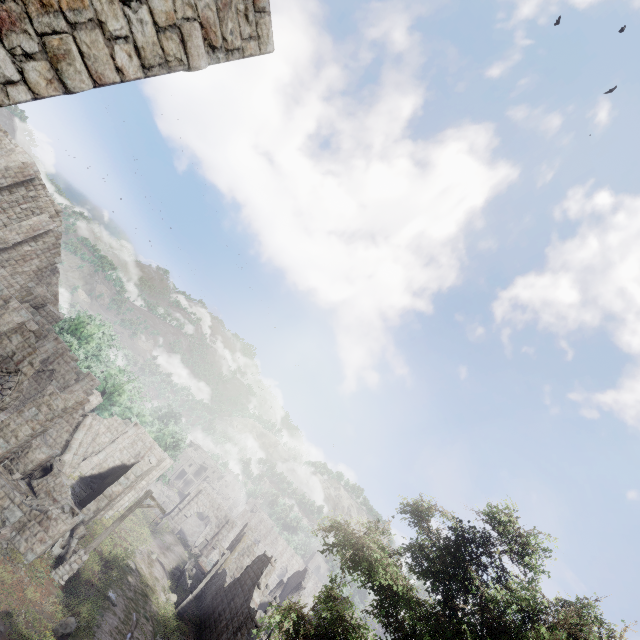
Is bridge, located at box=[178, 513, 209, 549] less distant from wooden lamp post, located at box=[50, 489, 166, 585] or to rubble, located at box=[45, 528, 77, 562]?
rubble, located at box=[45, 528, 77, 562]

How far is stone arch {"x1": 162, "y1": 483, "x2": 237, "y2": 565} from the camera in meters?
42.4

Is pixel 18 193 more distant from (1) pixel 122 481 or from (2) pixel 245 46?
(2) pixel 245 46

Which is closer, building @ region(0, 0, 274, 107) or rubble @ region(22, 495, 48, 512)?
building @ region(0, 0, 274, 107)

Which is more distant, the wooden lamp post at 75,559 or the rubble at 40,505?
the rubble at 40,505

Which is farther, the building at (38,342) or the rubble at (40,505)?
the rubble at (40,505)

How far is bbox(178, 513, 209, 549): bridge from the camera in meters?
49.8 m

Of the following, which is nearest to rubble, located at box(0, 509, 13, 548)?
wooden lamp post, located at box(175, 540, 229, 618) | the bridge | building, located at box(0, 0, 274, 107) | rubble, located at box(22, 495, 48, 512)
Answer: building, located at box(0, 0, 274, 107)
